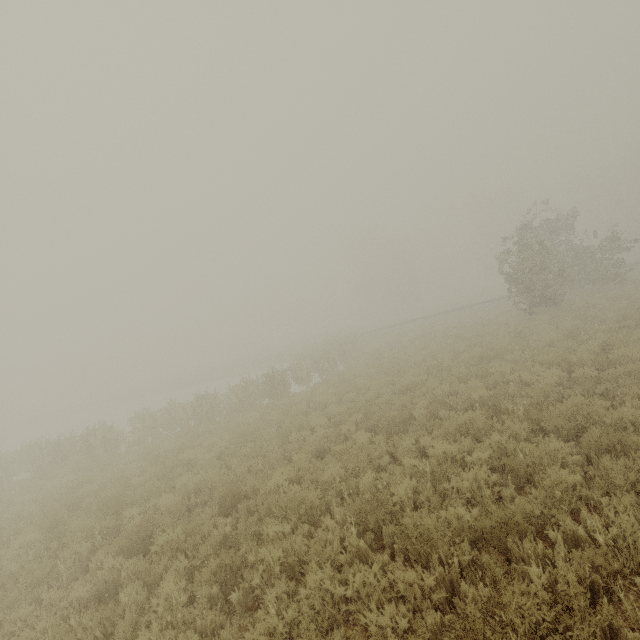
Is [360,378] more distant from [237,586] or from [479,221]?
[479,221]
